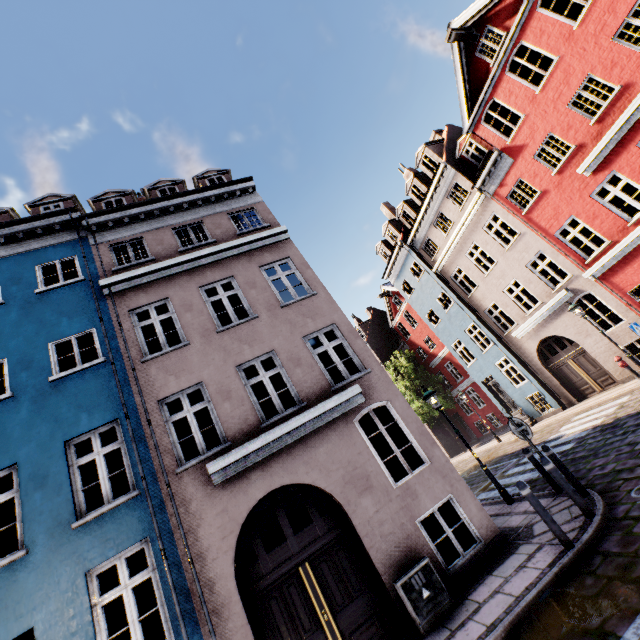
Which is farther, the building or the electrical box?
the building

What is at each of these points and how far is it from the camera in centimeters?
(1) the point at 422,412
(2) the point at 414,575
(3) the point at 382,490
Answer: (1) tree, 2773cm
(2) electrical box, 597cm
(3) building, 722cm

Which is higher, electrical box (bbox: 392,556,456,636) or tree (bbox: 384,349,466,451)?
tree (bbox: 384,349,466,451)

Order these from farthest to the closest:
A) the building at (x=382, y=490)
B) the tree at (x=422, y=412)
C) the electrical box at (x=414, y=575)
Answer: the tree at (x=422, y=412)
the building at (x=382, y=490)
the electrical box at (x=414, y=575)

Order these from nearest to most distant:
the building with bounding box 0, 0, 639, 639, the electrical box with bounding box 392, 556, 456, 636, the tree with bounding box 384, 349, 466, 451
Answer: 1. the electrical box with bounding box 392, 556, 456, 636
2. the building with bounding box 0, 0, 639, 639
3. the tree with bounding box 384, 349, 466, 451

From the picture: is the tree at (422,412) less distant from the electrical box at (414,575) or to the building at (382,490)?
the building at (382,490)

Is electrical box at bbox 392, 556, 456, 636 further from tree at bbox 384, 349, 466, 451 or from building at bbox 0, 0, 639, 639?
tree at bbox 384, 349, 466, 451

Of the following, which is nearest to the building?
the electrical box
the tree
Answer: the electrical box
